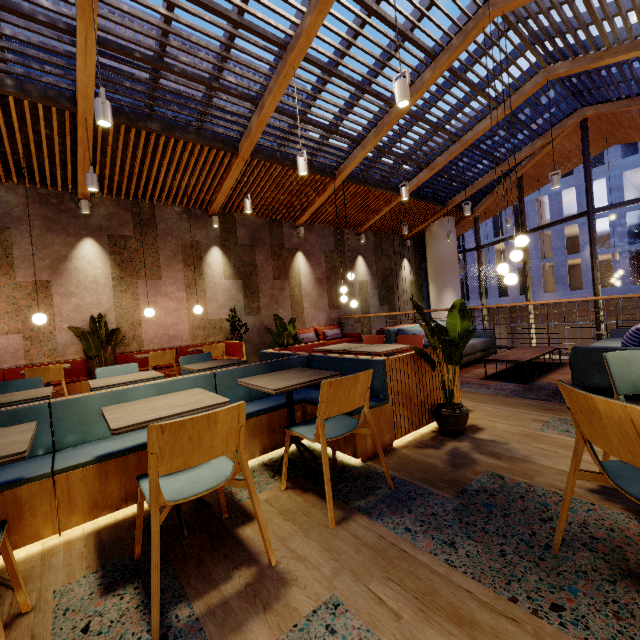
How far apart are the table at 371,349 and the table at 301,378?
1.1m

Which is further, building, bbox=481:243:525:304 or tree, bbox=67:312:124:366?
building, bbox=481:243:525:304

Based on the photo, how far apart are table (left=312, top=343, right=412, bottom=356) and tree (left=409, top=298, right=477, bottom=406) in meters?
0.6

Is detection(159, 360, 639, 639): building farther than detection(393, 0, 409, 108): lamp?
No

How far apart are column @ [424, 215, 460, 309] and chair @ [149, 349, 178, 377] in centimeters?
1009cm

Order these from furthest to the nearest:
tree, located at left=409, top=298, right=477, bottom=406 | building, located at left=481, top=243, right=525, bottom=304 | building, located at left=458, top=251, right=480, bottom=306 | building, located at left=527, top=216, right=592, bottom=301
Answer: building, located at left=458, top=251, right=480, bottom=306 → building, located at left=481, top=243, right=525, bottom=304 → building, located at left=527, top=216, right=592, bottom=301 → tree, located at left=409, top=298, right=477, bottom=406

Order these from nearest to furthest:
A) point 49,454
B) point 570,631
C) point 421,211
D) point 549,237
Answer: point 570,631 → point 49,454 → point 421,211 → point 549,237

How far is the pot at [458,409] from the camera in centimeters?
296cm
